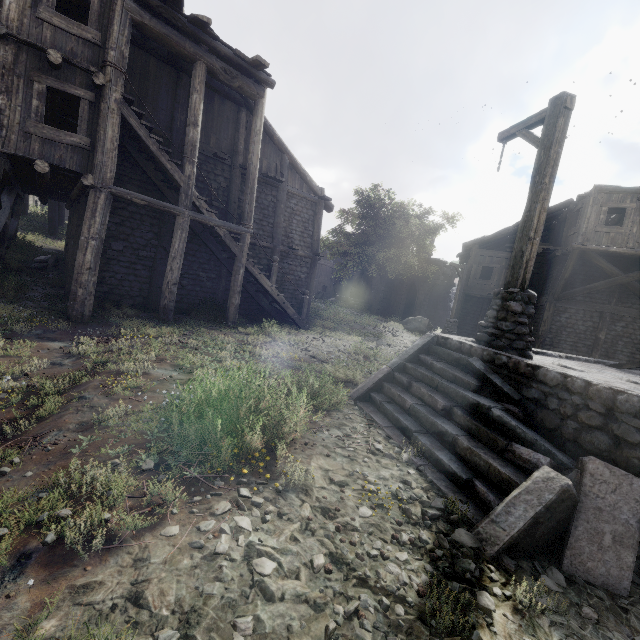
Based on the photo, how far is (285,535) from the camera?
2.7m

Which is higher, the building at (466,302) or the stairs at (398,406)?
the building at (466,302)

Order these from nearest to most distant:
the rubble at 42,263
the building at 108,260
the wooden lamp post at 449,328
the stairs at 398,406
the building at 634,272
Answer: the stairs at 398,406 < the building at 108,260 < the rubble at 42,263 < the building at 634,272 < the wooden lamp post at 449,328

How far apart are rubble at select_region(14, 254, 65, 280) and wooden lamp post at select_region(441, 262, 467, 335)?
19.4 meters

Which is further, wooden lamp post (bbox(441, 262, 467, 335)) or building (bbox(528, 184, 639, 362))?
wooden lamp post (bbox(441, 262, 467, 335))

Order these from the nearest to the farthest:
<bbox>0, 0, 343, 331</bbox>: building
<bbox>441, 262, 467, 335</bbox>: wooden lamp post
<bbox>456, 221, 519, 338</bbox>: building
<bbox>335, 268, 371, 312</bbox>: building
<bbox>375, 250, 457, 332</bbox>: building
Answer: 1. <bbox>0, 0, 343, 331</bbox>: building
2. <bbox>441, 262, 467, 335</bbox>: wooden lamp post
3. <bbox>456, 221, 519, 338</bbox>: building
4. <bbox>375, 250, 457, 332</bbox>: building
5. <bbox>335, 268, 371, 312</bbox>: building

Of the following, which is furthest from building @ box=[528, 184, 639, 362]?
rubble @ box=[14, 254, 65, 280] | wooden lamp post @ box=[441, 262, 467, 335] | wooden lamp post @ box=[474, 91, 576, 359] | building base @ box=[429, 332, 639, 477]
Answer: building base @ box=[429, 332, 639, 477]

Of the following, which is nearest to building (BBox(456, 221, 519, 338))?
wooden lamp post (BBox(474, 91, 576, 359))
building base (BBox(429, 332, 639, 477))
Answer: wooden lamp post (BBox(474, 91, 576, 359))
